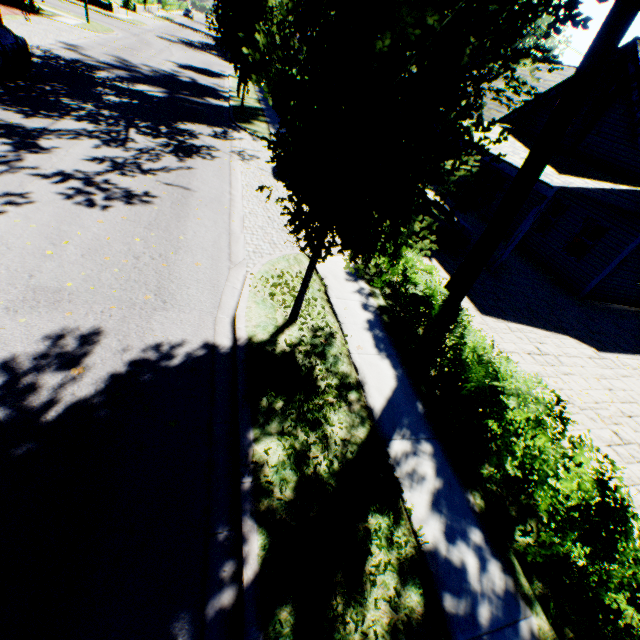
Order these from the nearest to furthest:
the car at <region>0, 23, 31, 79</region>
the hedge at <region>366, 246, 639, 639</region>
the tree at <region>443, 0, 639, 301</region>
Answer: the hedge at <region>366, 246, 639, 639</region>, the tree at <region>443, 0, 639, 301</region>, the car at <region>0, 23, 31, 79</region>

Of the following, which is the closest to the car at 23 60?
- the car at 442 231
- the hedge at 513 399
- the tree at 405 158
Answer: the tree at 405 158

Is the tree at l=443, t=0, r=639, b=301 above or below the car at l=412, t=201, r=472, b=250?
above

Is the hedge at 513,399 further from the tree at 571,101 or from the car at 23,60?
the car at 23,60

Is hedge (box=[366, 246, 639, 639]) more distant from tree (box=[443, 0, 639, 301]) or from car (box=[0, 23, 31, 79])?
car (box=[0, 23, 31, 79])

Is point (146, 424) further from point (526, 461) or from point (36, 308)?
point (526, 461)

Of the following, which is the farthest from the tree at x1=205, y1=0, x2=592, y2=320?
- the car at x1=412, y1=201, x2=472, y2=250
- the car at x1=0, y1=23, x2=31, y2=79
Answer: the car at x1=412, y1=201, x2=472, y2=250
